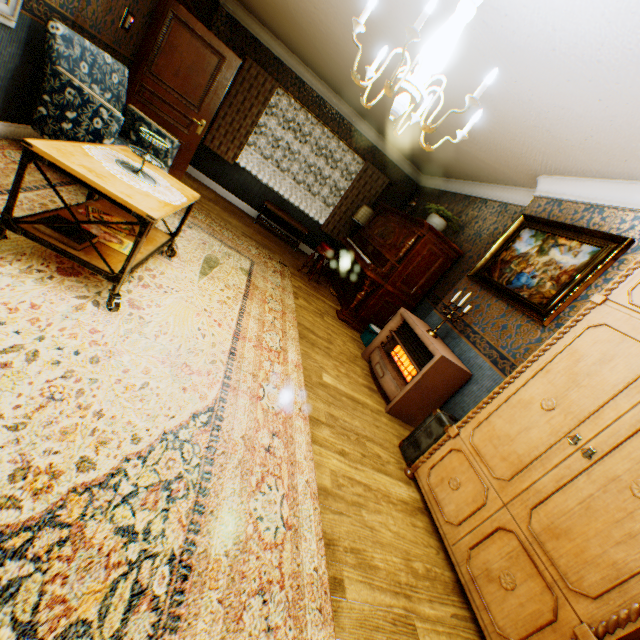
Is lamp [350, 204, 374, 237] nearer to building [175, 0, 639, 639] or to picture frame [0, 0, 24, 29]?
building [175, 0, 639, 639]

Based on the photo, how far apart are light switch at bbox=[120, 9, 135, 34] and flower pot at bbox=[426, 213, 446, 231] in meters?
4.8

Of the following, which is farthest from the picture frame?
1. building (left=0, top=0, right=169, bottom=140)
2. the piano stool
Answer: the piano stool

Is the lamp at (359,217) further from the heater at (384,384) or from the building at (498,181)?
the heater at (384,384)

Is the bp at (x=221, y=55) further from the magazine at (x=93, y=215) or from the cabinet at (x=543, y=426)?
the cabinet at (x=543, y=426)

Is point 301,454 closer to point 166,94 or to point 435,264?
point 435,264

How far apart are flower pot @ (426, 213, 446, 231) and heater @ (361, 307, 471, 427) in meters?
1.8 m

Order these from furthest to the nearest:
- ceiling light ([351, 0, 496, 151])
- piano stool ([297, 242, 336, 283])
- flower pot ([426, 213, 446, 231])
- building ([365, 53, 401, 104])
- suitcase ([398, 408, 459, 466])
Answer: piano stool ([297, 242, 336, 283])
flower pot ([426, 213, 446, 231])
building ([365, 53, 401, 104])
suitcase ([398, 408, 459, 466])
ceiling light ([351, 0, 496, 151])
